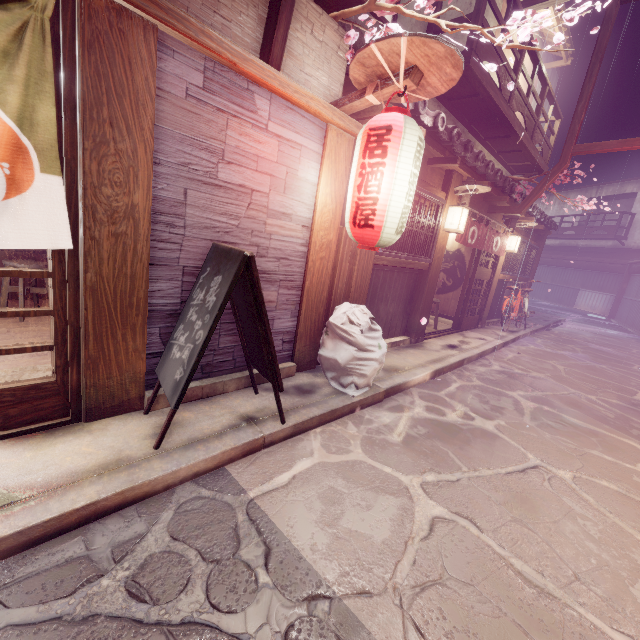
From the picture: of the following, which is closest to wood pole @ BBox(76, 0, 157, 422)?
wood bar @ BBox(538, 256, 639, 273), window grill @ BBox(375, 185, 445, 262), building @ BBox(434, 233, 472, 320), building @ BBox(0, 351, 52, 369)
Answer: building @ BBox(0, 351, 52, 369)

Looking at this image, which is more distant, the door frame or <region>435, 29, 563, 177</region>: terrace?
<region>435, 29, 563, 177</region>: terrace

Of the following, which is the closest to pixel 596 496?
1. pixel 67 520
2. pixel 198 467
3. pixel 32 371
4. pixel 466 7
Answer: pixel 198 467

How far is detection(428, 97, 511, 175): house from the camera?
11.8m

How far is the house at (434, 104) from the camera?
11.79m

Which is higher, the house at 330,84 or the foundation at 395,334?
the house at 330,84

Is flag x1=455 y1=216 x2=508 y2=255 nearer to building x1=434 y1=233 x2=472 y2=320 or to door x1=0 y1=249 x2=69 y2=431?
building x1=434 y1=233 x2=472 y2=320

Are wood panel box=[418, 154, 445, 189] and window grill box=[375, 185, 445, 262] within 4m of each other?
yes
